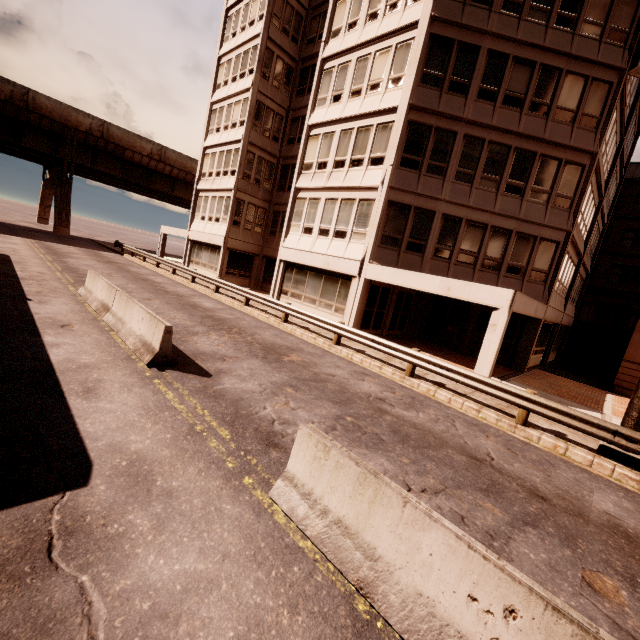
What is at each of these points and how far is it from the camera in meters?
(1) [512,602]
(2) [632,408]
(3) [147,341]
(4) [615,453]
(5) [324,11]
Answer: (1) barrier, 2.5 m
(2) sign, 7.9 m
(3) barrier, 7.8 m
(4) sign, 7.8 m
(5) building, 24.4 m

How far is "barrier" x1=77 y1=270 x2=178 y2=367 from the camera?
7.41m

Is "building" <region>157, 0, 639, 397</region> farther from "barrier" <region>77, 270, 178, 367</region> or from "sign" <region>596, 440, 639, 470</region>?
"barrier" <region>77, 270, 178, 367</region>

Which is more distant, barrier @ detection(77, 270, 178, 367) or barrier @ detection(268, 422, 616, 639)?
barrier @ detection(77, 270, 178, 367)

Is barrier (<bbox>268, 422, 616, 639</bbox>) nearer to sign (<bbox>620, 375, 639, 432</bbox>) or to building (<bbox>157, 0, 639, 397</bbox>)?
sign (<bbox>620, 375, 639, 432</bbox>)

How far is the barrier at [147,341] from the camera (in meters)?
7.41

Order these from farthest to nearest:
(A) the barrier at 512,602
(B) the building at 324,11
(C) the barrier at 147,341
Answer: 1. (B) the building at 324,11
2. (C) the barrier at 147,341
3. (A) the barrier at 512,602

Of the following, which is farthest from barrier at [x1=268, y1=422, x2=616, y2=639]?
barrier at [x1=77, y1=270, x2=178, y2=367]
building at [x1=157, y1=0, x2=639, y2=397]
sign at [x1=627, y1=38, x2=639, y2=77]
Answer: sign at [x1=627, y1=38, x2=639, y2=77]
